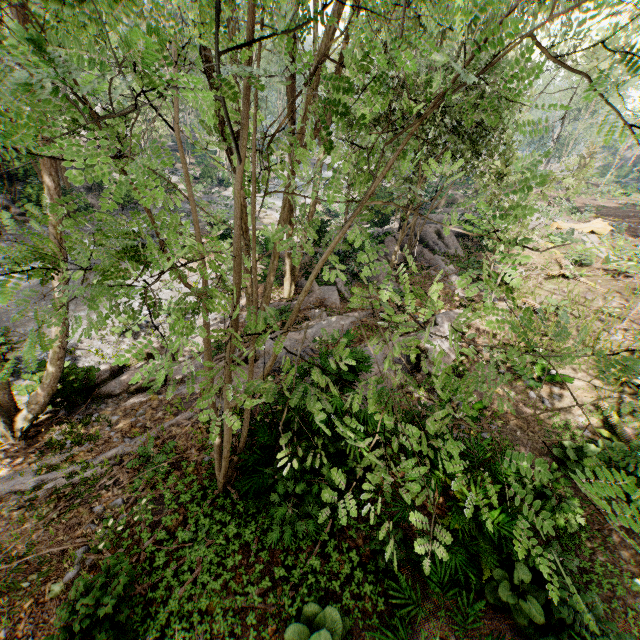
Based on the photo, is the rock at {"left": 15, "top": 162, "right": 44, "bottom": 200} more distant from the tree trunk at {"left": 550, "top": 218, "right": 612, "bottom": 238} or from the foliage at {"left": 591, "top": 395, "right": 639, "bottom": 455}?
the tree trunk at {"left": 550, "top": 218, "right": 612, "bottom": 238}

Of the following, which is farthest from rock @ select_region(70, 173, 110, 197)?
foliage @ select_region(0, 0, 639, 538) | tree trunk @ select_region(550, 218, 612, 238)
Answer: tree trunk @ select_region(550, 218, 612, 238)

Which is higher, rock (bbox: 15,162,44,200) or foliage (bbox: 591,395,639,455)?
foliage (bbox: 591,395,639,455)

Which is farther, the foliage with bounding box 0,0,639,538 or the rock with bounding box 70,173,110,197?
the rock with bounding box 70,173,110,197

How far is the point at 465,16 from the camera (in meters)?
1.48

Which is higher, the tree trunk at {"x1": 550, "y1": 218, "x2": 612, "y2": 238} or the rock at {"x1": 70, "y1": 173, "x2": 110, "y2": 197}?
the tree trunk at {"x1": 550, "y1": 218, "x2": 612, "y2": 238}

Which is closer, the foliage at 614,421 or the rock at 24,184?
the foliage at 614,421

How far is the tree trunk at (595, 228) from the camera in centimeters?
1987cm
